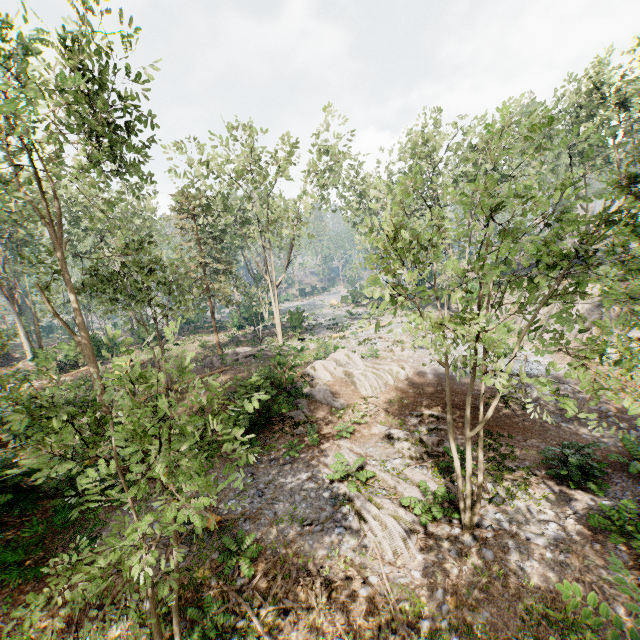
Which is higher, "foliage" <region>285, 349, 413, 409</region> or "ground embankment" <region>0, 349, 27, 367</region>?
"ground embankment" <region>0, 349, 27, 367</region>

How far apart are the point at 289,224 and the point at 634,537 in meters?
23.0

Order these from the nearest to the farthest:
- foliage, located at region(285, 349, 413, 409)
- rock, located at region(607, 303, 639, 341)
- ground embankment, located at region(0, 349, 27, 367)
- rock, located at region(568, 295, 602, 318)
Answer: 1. foliage, located at region(285, 349, 413, 409)
2. rock, located at region(607, 303, 639, 341)
3. rock, located at region(568, 295, 602, 318)
4. ground embankment, located at region(0, 349, 27, 367)

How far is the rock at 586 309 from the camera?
22.2 meters

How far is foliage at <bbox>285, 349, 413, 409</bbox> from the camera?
17.9 meters

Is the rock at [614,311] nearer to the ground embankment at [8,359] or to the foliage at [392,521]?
the foliage at [392,521]

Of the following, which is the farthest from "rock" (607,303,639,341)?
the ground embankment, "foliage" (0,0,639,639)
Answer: the ground embankment
